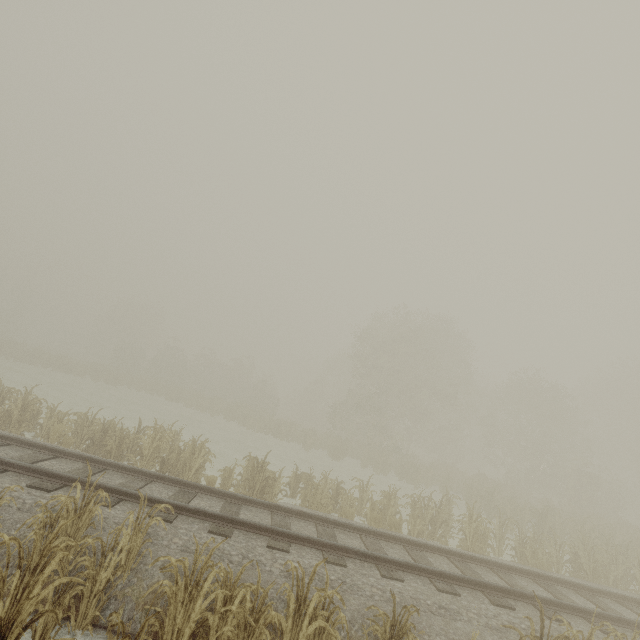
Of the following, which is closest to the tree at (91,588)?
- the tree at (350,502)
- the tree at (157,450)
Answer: the tree at (157,450)

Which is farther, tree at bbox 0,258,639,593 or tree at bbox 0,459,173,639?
tree at bbox 0,258,639,593

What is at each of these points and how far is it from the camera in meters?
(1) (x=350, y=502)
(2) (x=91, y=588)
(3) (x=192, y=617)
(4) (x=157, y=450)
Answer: (1) tree, 11.7
(2) tree, 4.4
(3) tree, 4.1
(4) tree, 10.6

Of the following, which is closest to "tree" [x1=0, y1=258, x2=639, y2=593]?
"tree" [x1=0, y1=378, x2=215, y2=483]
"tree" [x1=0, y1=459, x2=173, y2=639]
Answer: "tree" [x1=0, y1=378, x2=215, y2=483]

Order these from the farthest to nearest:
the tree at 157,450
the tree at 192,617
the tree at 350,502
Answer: the tree at 350,502, the tree at 157,450, the tree at 192,617

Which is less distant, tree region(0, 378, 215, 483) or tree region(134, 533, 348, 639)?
tree region(134, 533, 348, 639)

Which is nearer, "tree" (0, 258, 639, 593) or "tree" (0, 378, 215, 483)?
"tree" (0, 378, 215, 483)
